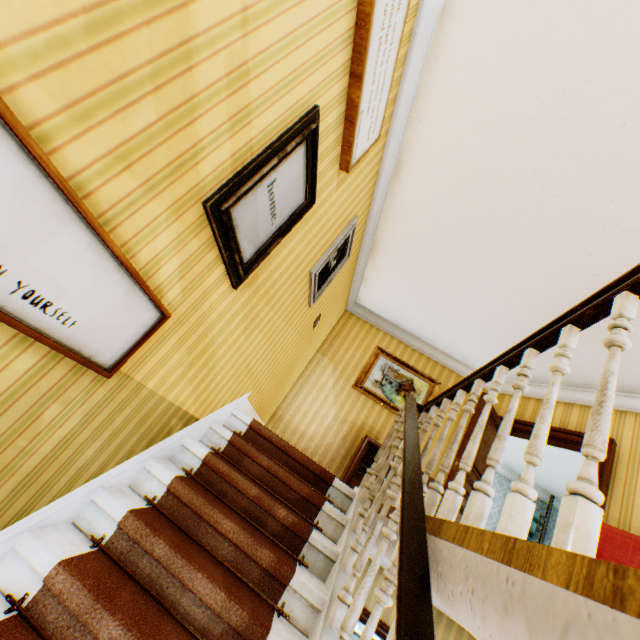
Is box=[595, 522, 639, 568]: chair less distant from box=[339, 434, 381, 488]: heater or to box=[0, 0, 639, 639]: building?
box=[0, 0, 639, 639]: building

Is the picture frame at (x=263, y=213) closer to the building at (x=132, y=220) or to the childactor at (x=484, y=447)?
the building at (x=132, y=220)

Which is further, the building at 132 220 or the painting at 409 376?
the painting at 409 376

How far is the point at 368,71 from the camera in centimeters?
211cm

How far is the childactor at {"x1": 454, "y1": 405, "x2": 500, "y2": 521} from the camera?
4.5 meters

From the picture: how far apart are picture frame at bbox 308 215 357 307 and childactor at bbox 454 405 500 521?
2.9 meters

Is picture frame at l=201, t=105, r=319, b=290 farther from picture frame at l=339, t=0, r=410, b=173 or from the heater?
the heater

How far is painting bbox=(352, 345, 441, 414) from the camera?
5.9m
